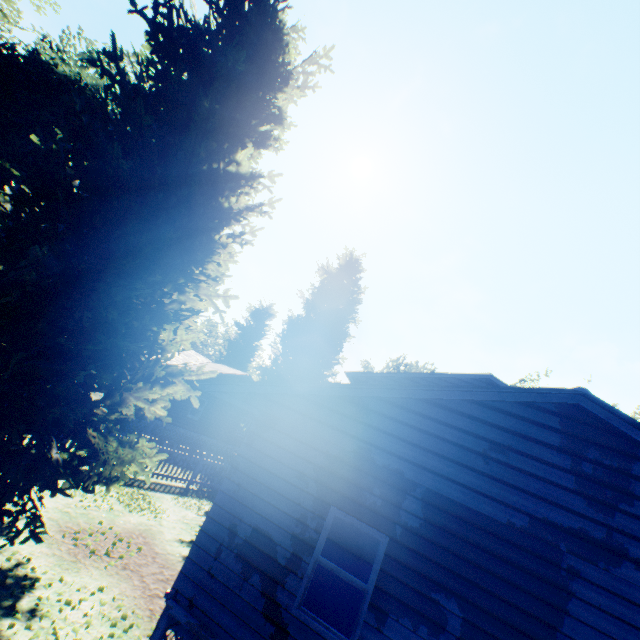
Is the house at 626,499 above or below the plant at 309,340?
below

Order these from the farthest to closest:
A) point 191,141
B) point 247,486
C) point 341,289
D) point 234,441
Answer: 1. point 341,289
2. point 234,441
3. point 191,141
4. point 247,486

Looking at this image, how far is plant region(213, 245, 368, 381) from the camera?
32.6m

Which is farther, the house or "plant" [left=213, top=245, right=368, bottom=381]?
"plant" [left=213, top=245, right=368, bottom=381]

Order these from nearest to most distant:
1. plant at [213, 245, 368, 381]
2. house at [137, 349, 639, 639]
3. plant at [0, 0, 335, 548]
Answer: house at [137, 349, 639, 639]
plant at [0, 0, 335, 548]
plant at [213, 245, 368, 381]

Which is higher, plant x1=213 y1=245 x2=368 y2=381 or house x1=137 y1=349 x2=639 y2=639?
plant x1=213 y1=245 x2=368 y2=381

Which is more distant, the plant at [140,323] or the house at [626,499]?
the plant at [140,323]
